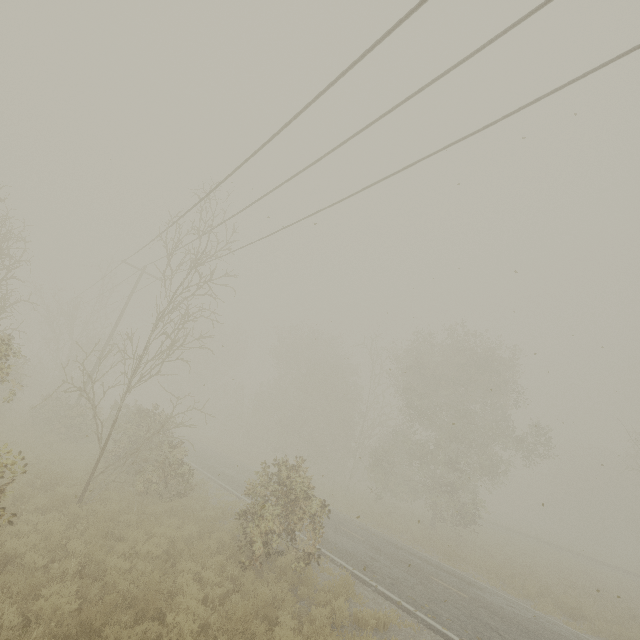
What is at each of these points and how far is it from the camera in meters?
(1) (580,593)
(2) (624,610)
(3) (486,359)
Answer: (1) tree, 17.5
(2) tree, 17.8
(3) tree, 23.8

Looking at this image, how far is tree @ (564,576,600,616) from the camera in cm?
1496

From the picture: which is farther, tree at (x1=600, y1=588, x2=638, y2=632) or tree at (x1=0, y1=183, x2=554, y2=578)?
tree at (x1=600, y1=588, x2=638, y2=632)

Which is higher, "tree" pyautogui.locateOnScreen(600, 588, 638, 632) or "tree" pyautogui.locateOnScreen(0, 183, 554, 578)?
"tree" pyautogui.locateOnScreen(0, 183, 554, 578)

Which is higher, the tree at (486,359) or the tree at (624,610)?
the tree at (486,359)

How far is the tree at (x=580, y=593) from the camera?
14.96m
